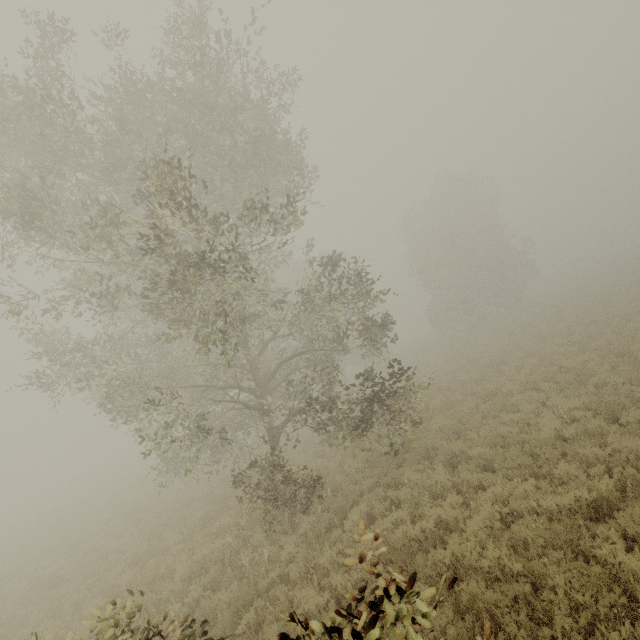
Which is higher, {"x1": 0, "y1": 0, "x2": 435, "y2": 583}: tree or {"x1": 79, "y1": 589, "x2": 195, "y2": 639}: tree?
{"x1": 0, "y1": 0, "x2": 435, "y2": 583}: tree

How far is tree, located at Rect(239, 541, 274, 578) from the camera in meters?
8.3 m

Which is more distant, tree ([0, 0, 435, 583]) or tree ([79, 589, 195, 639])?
tree ([0, 0, 435, 583])

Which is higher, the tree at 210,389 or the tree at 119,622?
the tree at 210,389

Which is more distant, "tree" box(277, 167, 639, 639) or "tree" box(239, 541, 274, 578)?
"tree" box(239, 541, 274, 578)

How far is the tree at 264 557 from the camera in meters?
8.3

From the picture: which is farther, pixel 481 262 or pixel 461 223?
pixel 461 223
